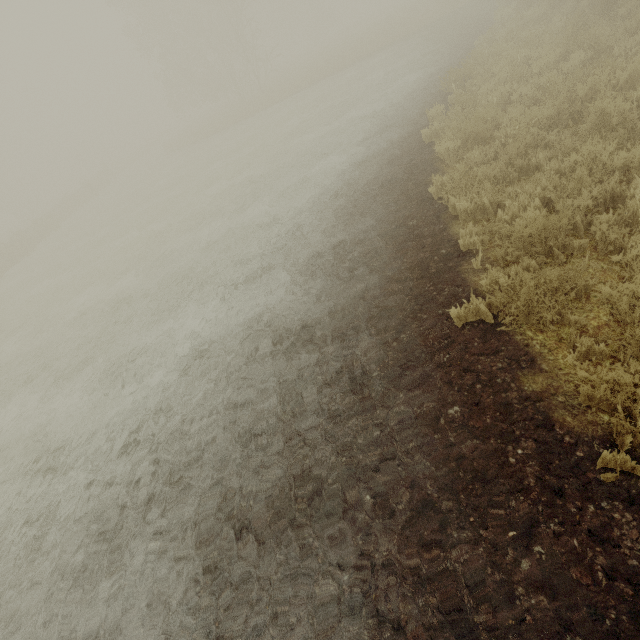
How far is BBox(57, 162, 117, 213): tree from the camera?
33.8 meters

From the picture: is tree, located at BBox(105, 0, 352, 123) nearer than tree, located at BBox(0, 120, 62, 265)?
No

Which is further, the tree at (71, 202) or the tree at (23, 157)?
the tree at (71, 202)

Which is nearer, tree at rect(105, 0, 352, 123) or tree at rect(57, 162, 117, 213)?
tree at rect(105, 0, 352, 123)

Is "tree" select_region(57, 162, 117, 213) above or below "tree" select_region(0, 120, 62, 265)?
below

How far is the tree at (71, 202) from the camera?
33.8 meters

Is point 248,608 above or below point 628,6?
below
